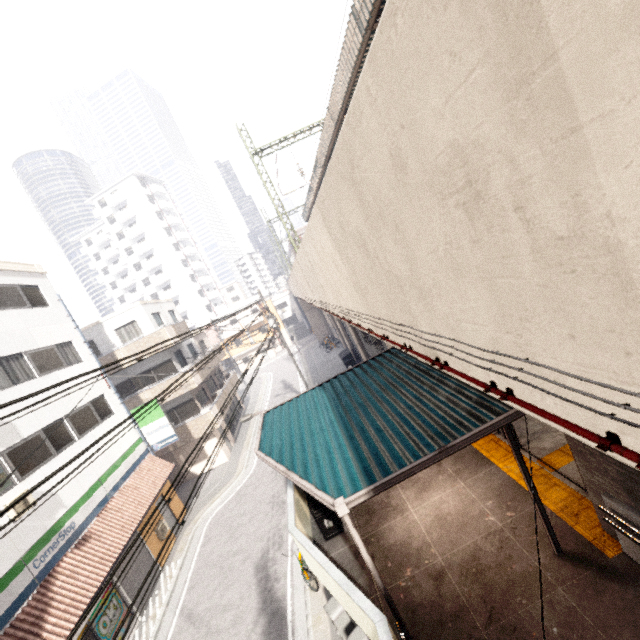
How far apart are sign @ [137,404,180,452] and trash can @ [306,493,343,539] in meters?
11.2 m

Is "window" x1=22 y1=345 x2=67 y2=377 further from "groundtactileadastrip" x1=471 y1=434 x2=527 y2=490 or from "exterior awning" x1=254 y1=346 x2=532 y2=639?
"groundtactileadastrip" x1=471 y1=434 x2=527 y2=490

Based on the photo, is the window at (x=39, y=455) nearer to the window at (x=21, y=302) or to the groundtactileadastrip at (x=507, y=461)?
the window at (x=21, y=302)

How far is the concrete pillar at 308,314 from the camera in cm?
4256

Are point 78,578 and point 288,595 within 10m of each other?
yes

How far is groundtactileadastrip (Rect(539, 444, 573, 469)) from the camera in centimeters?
762cm

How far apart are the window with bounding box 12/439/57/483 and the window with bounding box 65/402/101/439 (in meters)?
1.14

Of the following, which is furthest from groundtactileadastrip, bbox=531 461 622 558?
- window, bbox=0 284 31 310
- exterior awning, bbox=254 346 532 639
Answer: window, bbox=0 284 31 310
